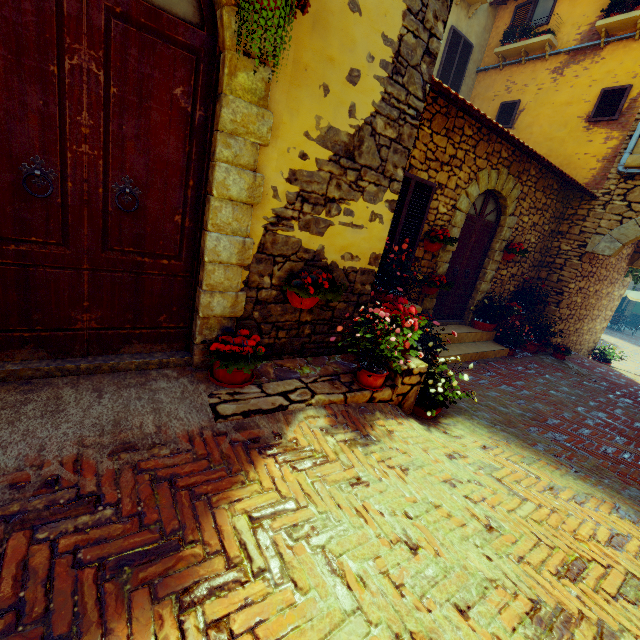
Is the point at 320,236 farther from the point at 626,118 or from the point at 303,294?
the point at 626,118

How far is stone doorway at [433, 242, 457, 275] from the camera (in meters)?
6.02

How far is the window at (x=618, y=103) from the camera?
7.3 meters

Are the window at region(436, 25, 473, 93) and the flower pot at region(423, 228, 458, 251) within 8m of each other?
yes

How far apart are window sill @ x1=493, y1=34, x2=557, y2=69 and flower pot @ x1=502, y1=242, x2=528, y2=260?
5.6m

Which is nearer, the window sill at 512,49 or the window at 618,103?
the window at 618,103

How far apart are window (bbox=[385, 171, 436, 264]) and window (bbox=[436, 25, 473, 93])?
6.3m
